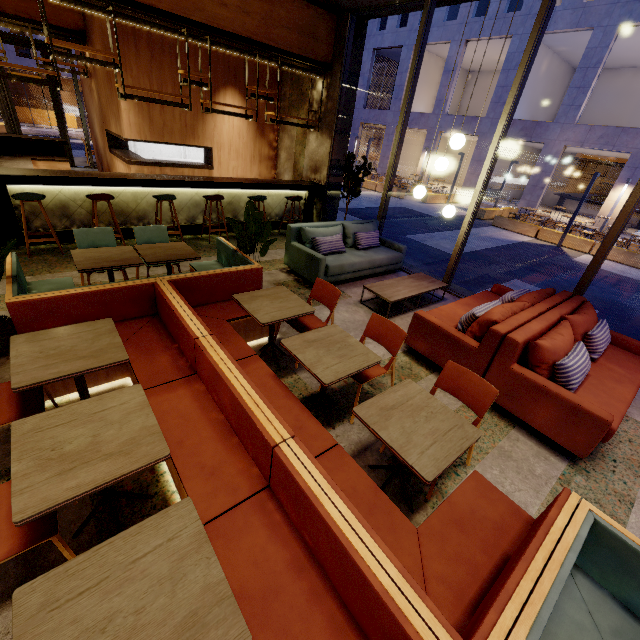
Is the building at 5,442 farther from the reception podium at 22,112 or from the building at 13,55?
the reception podium at 22,112

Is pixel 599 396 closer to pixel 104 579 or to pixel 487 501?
pixel 487 501

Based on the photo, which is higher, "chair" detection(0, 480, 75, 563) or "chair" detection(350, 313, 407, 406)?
"chair" detection(350, 313, 407, 406)

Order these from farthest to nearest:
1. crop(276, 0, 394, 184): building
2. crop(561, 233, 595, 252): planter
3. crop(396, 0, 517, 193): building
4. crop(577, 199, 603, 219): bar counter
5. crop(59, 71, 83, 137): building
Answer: crop(59, 71, 83, 137): building < crop(577, 199, 603, 219): bar counter < crop(396, 0, 517, 193): building < crop(561, 233, 595, 252): planter < crop(276, 0, 394, 184): building

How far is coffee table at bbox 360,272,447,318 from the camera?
5.0 meters

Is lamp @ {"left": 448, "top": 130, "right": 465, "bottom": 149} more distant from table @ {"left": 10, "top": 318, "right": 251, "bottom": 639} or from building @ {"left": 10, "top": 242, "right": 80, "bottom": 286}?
table @ {"left": 10, "top": 318, "right": 251, "bottom": 639}

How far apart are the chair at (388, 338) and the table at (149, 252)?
2.28m

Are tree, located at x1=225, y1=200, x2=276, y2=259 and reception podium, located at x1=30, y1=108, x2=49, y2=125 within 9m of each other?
no
